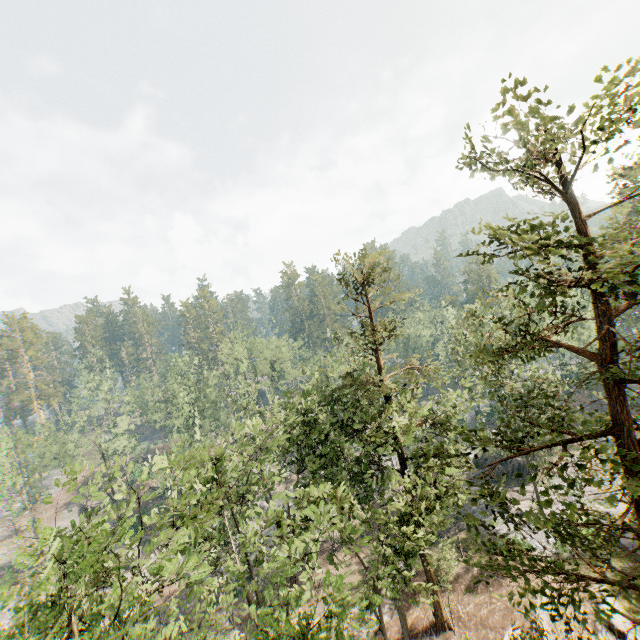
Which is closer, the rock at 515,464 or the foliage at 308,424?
the foliage at 308,424

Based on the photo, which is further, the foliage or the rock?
the rock

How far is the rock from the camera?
36.25m

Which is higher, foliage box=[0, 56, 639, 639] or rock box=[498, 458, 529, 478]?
foliage box=[0, 56, 639, 639]

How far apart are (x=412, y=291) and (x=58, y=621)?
23.1 meters

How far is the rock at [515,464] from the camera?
36.2 meters
